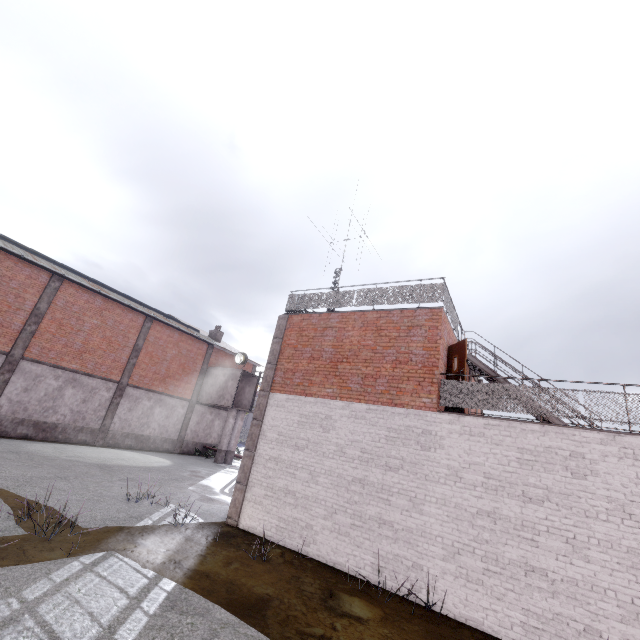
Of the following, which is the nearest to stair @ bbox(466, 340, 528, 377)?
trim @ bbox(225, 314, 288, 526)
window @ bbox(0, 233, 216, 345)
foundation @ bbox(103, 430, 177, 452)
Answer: trim @ bbox(225, 314, 288, 526)

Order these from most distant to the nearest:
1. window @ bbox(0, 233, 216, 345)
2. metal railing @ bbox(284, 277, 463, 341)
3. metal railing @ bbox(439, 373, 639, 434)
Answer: window @ bbox(0, 233, 216, 345) → metal railing @ bbox(284, 277, 463, 341) → metal railing @ bbox(439, 373, 639, 434)

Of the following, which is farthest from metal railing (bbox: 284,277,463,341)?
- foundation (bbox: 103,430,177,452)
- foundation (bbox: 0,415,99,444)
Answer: foundation (bbox: 0,415,99,444)

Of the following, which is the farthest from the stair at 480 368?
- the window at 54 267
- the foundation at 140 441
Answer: the foundation at 140 441

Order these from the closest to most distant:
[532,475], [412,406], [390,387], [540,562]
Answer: [540,562]
[532,475]
[412,406]
[390,387]

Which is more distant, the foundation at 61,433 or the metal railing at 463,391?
the foundation at 61,433

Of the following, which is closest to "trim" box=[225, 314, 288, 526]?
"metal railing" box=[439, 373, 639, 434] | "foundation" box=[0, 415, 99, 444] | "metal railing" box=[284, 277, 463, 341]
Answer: "metal railing" box=[284, 277, 463, 341]

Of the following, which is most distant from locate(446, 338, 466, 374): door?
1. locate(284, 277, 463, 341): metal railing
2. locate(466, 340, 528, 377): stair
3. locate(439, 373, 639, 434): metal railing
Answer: locate(466, 340, 528, 377): stair
